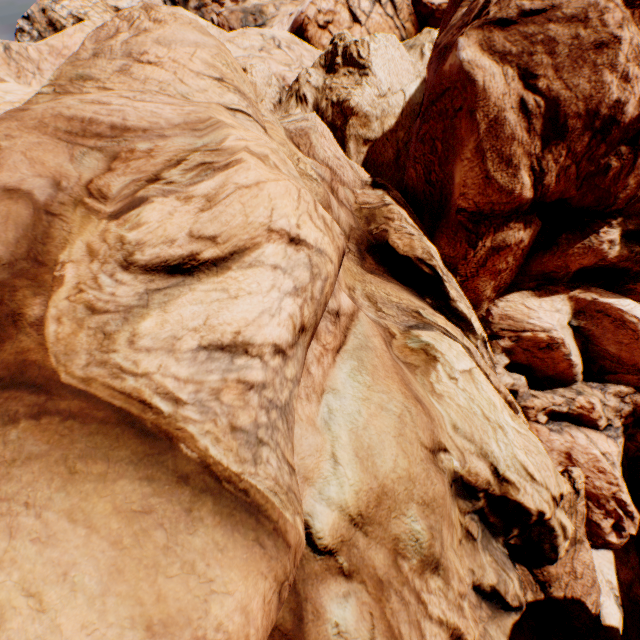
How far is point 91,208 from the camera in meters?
6.1
